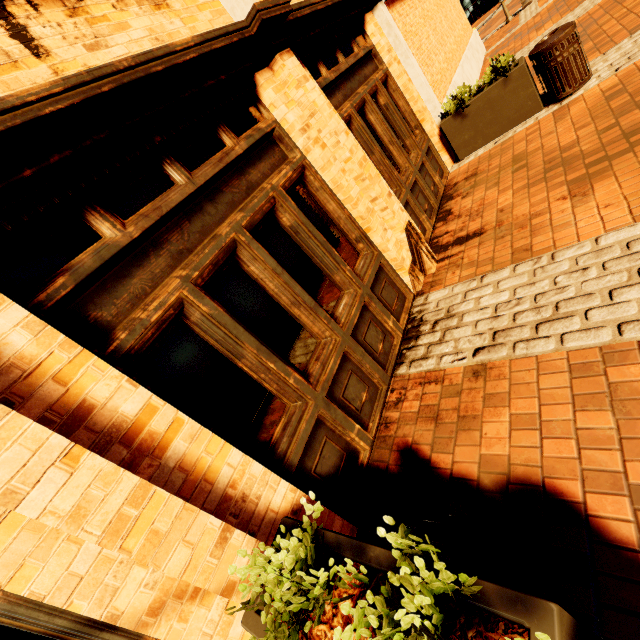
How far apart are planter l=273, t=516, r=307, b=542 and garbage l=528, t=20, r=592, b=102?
6.8 meters

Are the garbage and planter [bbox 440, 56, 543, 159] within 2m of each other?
yes

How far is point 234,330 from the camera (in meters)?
2.45

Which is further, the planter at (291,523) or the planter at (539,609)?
the planter at (291,523)

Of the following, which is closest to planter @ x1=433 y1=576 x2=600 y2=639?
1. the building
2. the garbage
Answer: the building

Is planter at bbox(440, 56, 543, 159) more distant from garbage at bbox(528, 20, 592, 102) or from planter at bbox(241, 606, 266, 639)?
planter at bbox(241, 606, 266, 639)

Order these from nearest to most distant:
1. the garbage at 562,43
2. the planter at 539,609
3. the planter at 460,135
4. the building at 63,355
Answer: the planter at 539,609, the building at 63,355, the garbage at 562,43, the planter at 460,135

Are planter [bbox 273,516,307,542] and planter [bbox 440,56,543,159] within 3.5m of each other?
no
